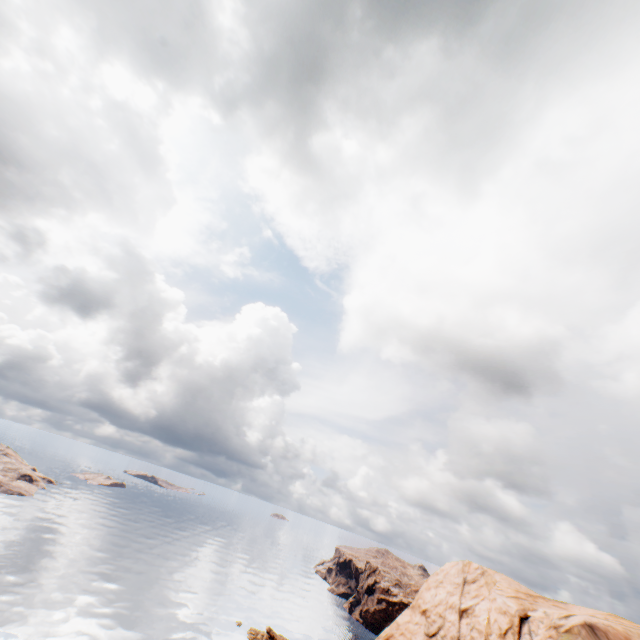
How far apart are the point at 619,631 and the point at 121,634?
71.7 meters
